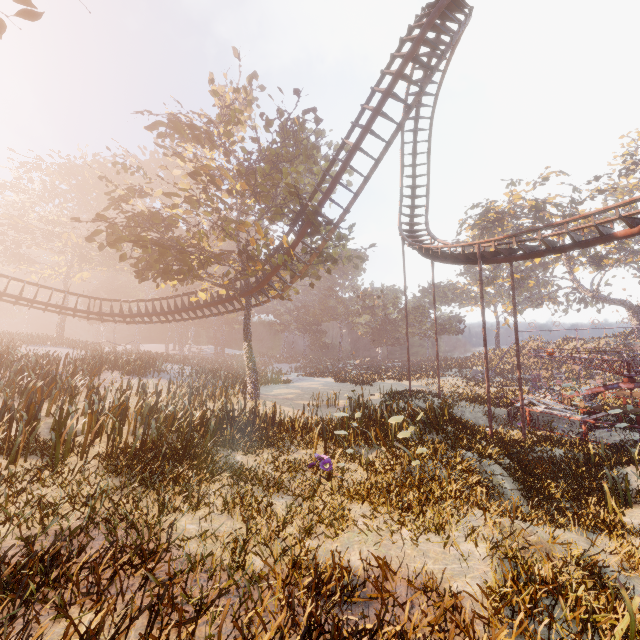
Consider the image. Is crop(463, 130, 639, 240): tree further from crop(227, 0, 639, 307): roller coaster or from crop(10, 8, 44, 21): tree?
crop(10, 8, 44, 21): tree

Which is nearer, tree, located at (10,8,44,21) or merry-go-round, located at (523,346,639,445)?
tree, located at (10,8,44,21)

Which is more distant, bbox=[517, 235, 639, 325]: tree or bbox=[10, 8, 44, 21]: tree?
bbox=[517, 235, 639, 325]: tree

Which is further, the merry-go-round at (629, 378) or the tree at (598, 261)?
the tree at (598, 261)

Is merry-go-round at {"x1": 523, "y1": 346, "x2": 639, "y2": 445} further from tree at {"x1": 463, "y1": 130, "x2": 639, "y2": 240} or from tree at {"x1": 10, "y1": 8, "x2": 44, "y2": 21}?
tree at {"x1": 10, "y1": 8, "x2": 44, "y2": 21}

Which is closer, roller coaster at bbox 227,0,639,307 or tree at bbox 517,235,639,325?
roller coaster at bbox 227,0,639,307

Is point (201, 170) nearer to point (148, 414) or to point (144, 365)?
point (148, 414)

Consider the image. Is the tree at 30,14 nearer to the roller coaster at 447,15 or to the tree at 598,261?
the roller coaster at 447,15
